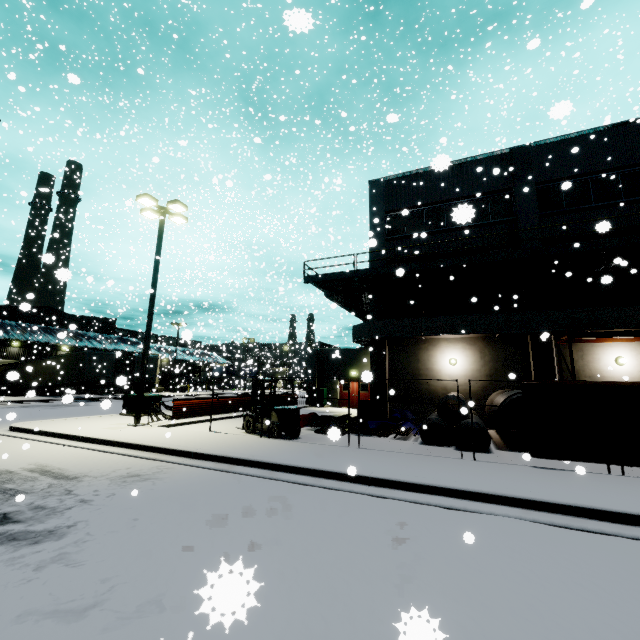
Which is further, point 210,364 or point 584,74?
point 584,74

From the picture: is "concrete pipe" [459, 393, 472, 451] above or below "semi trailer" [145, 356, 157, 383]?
below

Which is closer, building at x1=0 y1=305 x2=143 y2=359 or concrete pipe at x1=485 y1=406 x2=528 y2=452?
concrete pipe at x1=485 y1=406 x2=528 y2=452

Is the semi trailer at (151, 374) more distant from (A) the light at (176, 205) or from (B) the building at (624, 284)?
(A) the light at (176, 205)

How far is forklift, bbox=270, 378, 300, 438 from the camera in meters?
11.7

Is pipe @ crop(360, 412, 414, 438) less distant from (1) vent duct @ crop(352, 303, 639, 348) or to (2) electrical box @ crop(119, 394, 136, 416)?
(1) vent duct @ crop(352, 303, 639, 348)

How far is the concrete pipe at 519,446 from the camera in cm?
1061

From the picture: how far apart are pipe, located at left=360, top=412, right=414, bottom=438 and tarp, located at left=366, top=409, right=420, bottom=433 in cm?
7
